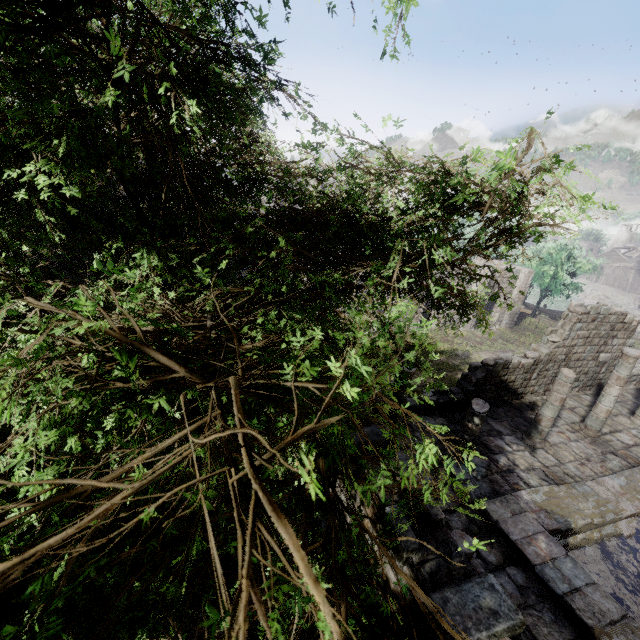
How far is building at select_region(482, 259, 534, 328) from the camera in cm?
2852

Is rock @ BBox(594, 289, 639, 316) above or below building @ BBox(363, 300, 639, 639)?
below

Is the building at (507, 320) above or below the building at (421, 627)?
below

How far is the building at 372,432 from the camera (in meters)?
5.24

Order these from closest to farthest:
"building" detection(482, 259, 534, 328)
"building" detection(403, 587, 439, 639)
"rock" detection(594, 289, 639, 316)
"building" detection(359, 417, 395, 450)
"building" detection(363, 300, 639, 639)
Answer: "building" detection(403, 587, 439, 639) → "building" detection(363, 300, 639, 639) → "building" detection(359, 417, 395, 450) → "building" detection(482, 259, 534, 328) → "rock" detection(594, 289, 639, 316)

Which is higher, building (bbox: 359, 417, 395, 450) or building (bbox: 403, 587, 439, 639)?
building (bbox: 359, 417, 395, 450)

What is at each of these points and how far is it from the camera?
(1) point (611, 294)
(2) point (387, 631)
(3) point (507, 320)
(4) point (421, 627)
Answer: (1) rock, 58.59m
(2) building, 4.36m
(3) building, 30.27m
(4) building, 3.55m
